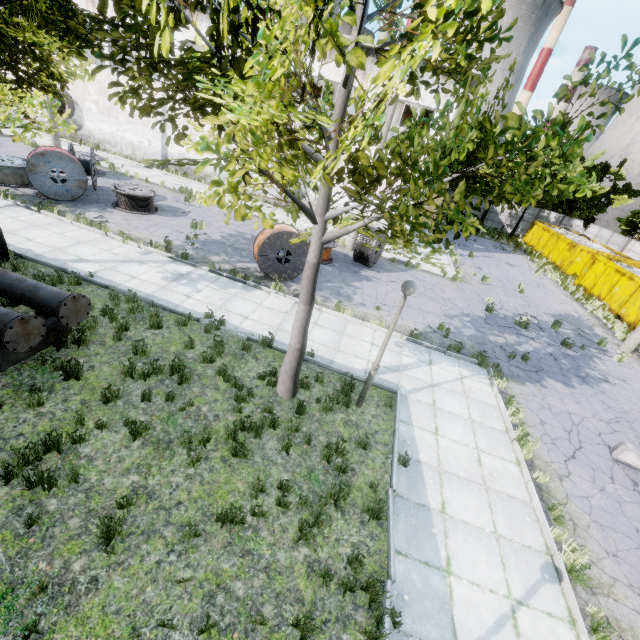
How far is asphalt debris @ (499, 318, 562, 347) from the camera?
14.1m

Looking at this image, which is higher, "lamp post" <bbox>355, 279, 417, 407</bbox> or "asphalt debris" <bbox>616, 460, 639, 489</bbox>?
"lamp post" <bbox>355, 279, 417, 407</bbox>

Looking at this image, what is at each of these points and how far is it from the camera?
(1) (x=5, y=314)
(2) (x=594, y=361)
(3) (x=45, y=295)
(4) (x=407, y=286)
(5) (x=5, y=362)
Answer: (1) pipe, 5.9 meters
(2) asphalt debris, 13.6 meters
(3) pipe, 6.7 meters
(4) lamp post, 6.2 meters
(5) pipe holder, 6.3 meters

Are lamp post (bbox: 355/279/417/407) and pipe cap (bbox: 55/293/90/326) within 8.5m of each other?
yes

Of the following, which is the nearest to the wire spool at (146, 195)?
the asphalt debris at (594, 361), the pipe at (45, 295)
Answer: the pipe at (45, 295)

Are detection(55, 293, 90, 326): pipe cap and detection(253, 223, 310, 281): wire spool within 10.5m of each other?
yes

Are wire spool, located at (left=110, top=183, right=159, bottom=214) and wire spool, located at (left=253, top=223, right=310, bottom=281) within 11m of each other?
yes

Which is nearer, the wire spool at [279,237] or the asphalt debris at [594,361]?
the wire spool at [279,237]
